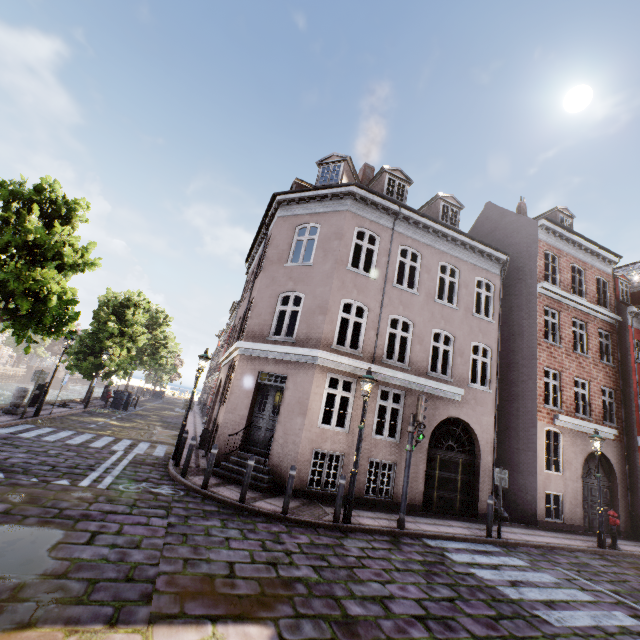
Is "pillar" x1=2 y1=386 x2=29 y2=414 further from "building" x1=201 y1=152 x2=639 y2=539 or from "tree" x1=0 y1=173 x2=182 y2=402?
"building" x1=201 y1=152 x2=639 y2=539

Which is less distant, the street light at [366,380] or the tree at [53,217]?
the street light at [366,380]

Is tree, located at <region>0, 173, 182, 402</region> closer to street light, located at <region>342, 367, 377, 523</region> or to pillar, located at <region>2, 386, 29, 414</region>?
pillar, located at <region>2, 386, 29, 414</region>

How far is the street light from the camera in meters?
8.1 m

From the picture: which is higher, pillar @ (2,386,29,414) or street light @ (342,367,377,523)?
street light @ (342,367,377,523)

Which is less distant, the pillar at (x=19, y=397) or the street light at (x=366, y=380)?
the street light at (x=366, y=380)

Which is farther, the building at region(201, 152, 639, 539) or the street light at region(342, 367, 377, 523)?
the building at region(201, 152, 639, 539)

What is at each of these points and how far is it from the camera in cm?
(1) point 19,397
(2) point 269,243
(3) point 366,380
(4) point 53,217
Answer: (1) pillar, 1348
(2) building, 1359
(3) street light, 895
(4) tree, 1173
